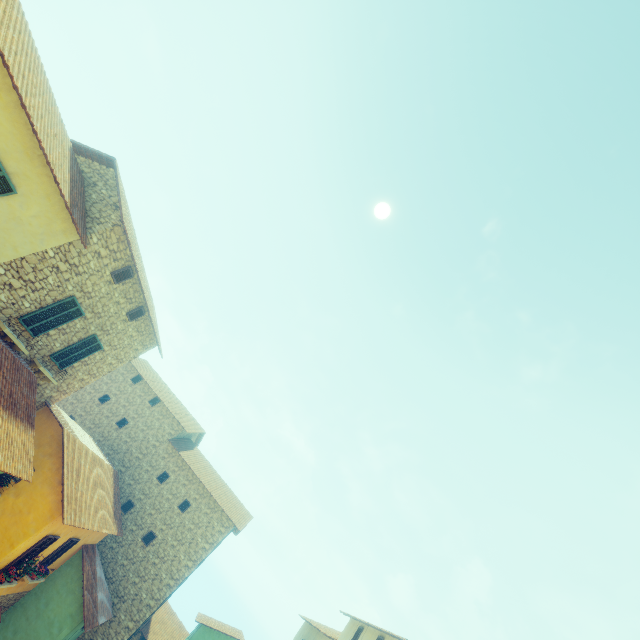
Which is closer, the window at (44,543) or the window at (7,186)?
the window at (7,186)

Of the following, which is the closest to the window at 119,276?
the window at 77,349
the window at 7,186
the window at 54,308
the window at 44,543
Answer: the window at 54,308

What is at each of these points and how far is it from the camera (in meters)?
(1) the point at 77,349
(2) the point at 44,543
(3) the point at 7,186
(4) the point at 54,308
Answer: (1) window, 12.98
(2) window, 12.59
(3) window, 7.84
(4) window, 10.96

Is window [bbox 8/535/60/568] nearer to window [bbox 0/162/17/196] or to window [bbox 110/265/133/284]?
window [bbox 0/162/17/196]

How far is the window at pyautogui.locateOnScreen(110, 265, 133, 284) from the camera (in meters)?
11.84

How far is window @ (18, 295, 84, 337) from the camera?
10.6 meters

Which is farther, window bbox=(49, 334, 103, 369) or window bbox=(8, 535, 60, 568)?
window bbox=(49, 334, 103, 369)

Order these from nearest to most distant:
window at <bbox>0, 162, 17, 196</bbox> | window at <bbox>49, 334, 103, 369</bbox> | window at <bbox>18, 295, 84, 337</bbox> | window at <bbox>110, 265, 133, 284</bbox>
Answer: window at <bbox>0, 162, 17, 196</bbox>
window at <bbox>18, 295, 84, 337</bbox>
window at <bbox>110, 265, 133, 284</bbox>
window at <bbox>49, 334, 103, 369</bbox>
